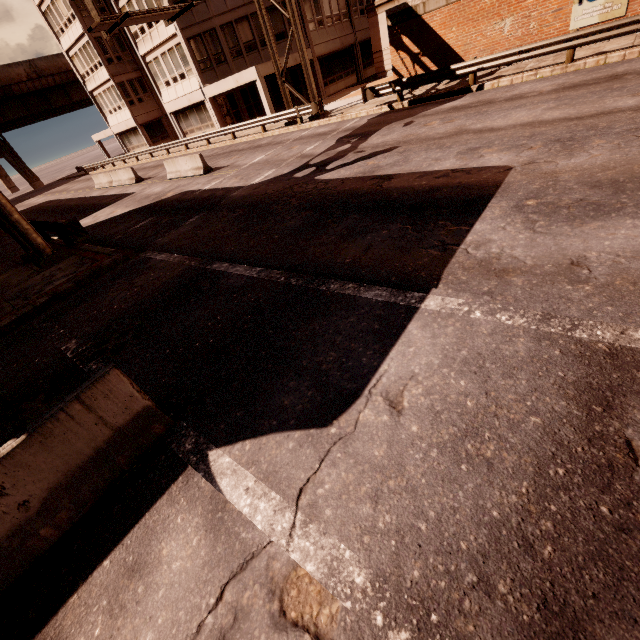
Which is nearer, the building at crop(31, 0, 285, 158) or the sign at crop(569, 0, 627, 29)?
the sign at crop(569, 0, 627, 29)

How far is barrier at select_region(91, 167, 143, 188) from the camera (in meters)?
22.53

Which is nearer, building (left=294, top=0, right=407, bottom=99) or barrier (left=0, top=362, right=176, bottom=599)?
barrier (left=0, top=362, right=176, bottom=599)

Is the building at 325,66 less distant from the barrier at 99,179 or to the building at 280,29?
the building at 280,29

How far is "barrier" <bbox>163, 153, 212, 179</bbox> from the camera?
17.2 meters

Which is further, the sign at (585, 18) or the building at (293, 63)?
the building at (293, 63)

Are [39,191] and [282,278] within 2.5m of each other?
no

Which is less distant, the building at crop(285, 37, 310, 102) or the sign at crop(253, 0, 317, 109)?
the sign at crop(253, 0, 317, 109)
